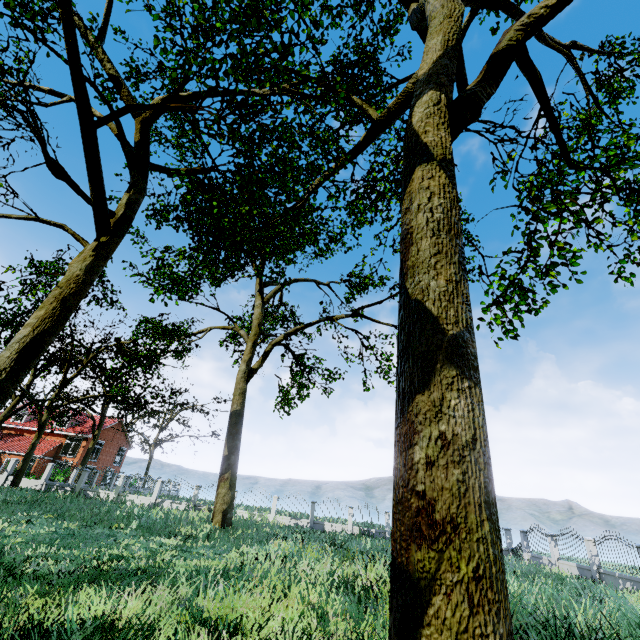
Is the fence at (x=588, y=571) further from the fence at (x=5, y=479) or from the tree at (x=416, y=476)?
the fence at (x=5, y=479)

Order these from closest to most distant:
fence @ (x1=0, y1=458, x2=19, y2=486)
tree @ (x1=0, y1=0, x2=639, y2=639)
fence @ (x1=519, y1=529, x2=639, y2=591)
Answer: tree @ (x1=0, y1=0, x2=639, y2=639), fence @ (x1=519, y1=529, x2=639, y2=591), fence @ (x1=0, y1=458, x2=19, y2=486)

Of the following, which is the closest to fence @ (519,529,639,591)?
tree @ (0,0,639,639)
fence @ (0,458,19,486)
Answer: tree @ (0,0,639,639)

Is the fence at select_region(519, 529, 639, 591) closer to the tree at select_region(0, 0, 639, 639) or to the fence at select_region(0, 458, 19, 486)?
the tree at select_region(0, 0, 639, 639)

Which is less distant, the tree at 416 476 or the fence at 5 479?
the tree at 416 476

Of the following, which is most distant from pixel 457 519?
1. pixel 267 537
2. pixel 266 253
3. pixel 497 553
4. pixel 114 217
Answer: pixel 266 253
